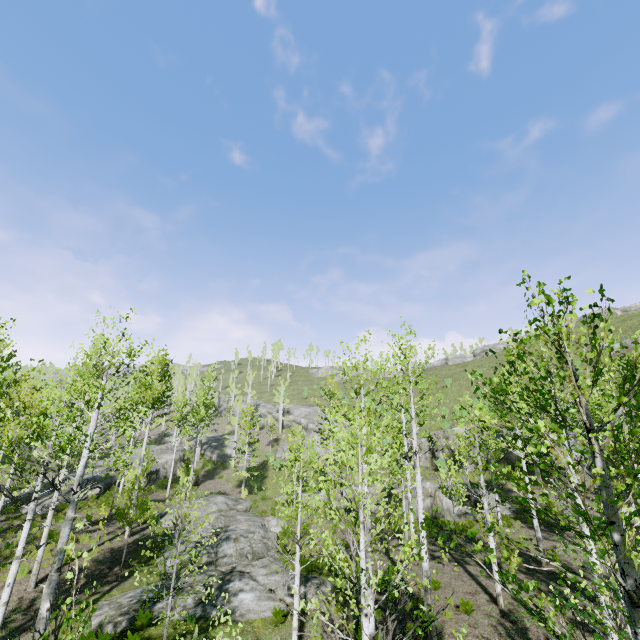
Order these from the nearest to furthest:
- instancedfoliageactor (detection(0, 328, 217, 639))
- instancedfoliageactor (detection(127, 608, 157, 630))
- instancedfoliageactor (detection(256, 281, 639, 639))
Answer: instancedfoliageactor (detection(256, 281, 639, 639)) < instancedfoliageactor (detection(0, 328, 217, 639)) < instancedfoliageactor (detection(127, 608, 157, 630))

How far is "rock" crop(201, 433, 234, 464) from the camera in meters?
40.8 m

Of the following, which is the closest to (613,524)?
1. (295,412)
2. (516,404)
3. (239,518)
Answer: (516,404)

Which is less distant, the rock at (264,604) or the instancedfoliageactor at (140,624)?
the instancedfoliageactor at (140,624)

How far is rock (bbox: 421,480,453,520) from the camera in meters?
22.7

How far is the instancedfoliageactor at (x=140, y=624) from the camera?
10.16m

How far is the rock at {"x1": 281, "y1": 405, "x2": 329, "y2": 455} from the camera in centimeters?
4406cm

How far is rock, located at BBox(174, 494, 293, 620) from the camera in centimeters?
1162cm
